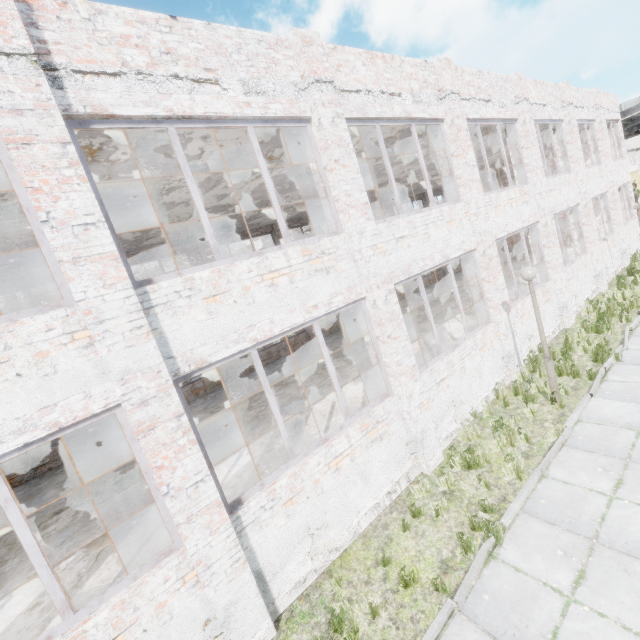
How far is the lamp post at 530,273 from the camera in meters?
7.2

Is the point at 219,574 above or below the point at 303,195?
below

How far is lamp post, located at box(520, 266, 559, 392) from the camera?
7.2m
